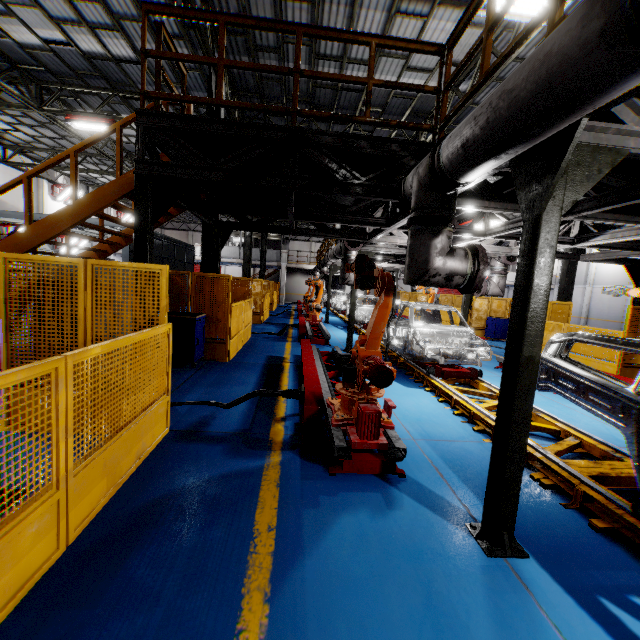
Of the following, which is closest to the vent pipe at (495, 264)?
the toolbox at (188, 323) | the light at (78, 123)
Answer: the toolbox at (188, 323)

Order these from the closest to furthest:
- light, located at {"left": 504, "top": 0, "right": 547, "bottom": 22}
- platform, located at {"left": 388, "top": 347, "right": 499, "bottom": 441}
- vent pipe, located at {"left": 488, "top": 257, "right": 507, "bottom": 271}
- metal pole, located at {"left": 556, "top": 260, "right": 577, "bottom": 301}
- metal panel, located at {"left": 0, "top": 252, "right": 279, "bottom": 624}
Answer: metal panel, located at {"left": 0, "top": 252, "right": 279, "bottom": 624}
platform, located at {"left": 388, "top": 347, "right": 499, "bottom": 441}
light, located at {"left": 504, "top": 0, "right": 547, "bottom": 22}
vent pipe, located at {"left": 488, "top": 257, "right": 507, "bottom": 271}
metal pole, located at {"left": 556, "top": 260, "right": 577, "bottom": 301}

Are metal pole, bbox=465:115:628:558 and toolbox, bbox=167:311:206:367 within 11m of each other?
yes

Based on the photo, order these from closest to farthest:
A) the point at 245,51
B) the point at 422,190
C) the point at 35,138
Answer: the point at 422,190 → the point at 245,51 → the point at 35,138

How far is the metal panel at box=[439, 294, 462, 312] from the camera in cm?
2095

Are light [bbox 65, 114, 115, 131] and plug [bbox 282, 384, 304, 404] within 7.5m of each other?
no

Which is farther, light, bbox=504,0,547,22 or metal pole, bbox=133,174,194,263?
light, bbox=504,0,547,22

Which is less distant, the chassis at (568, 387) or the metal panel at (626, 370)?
the chassis at (568, 387)
